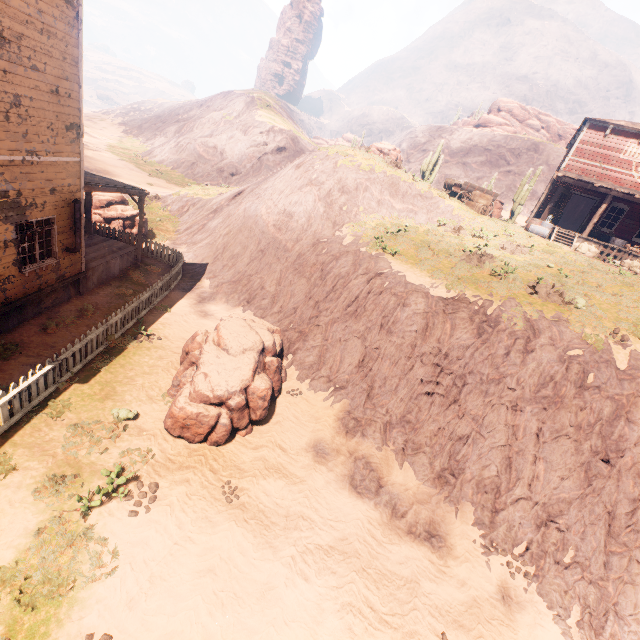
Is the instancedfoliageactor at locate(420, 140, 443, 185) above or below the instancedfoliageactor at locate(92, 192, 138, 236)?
above

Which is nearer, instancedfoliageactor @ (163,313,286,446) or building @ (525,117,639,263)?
instancedfoliageactor @ (163,313,286,446)

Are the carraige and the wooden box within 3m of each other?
yes

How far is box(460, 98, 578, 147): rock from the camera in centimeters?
5391cm

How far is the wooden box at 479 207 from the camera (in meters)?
19.47

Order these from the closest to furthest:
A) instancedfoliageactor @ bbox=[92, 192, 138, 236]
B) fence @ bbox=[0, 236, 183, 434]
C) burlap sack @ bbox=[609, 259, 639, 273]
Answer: fence @ bbox=[0, 236, 183, 434]
burlap sack @ bbox=[609, 259, 639, 273]
instancedfoliageactor @ bbox=[92, 192, 138, 236]

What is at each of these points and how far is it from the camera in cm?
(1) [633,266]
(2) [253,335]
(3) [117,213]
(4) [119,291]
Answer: (1) burlap sack, 1784
(2) instancedfoliageactor, 1013
(3) instancedfoliageactor, 1772
(4) z, 1352

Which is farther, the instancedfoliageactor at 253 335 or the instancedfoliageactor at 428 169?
the instancedfoliageactor at 428 169
